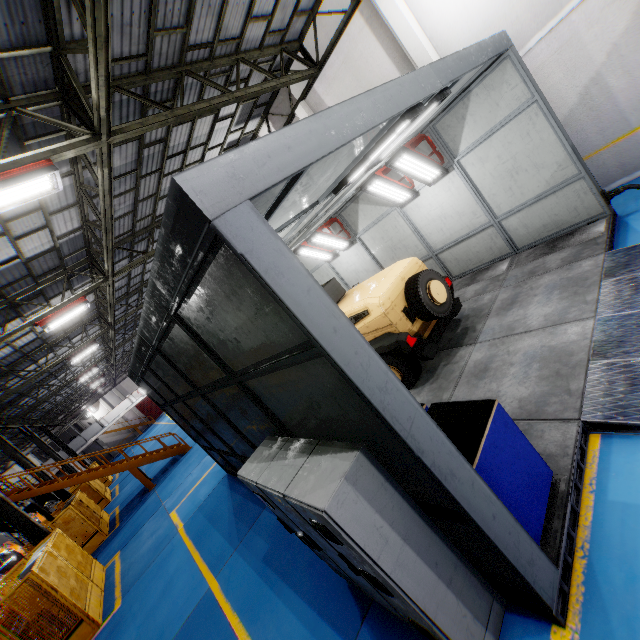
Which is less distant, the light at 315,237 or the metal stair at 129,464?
the light at 315,237

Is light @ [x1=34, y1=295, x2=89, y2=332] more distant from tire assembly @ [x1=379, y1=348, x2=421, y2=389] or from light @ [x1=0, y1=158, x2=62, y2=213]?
tire assembly @ [x1=379, y1=348, x2=421, y2=389]

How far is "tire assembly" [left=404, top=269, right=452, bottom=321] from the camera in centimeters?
610cm

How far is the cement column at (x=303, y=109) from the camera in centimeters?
1145cm

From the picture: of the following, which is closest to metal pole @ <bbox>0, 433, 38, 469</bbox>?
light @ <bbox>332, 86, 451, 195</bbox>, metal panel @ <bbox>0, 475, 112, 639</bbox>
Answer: metal panel @ <bbox>0, 475, 112, 639</bbox>

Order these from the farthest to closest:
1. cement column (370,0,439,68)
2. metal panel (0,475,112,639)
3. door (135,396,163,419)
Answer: door (135,396,163,419)
cement column (370,0,439,68)
metal panel (0,475,112,639)

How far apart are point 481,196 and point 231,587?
10.21m

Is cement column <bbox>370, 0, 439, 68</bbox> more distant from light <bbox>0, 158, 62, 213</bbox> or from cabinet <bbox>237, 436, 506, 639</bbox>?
cabinet <bbox>237, 436, 506, 639</bbox>
